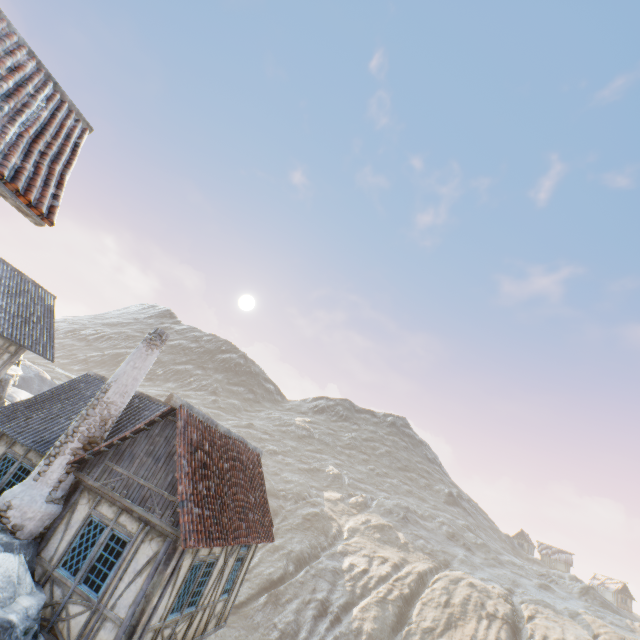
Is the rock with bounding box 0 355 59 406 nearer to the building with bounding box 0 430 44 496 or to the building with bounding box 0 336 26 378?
the building with bounding box 0 336 26 378

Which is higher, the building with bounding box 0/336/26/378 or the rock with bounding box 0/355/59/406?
the building with bounding box 0/336/26/378

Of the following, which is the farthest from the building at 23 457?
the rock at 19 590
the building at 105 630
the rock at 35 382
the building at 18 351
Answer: the rock at 35 382

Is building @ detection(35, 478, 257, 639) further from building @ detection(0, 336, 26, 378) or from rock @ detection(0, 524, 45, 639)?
building @ detection(0, 336, 26, 378)

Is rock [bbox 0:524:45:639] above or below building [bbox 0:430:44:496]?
below

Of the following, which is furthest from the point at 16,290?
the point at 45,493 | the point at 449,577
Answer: the point at 449,577

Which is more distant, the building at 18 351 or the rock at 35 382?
the rock at 35 382

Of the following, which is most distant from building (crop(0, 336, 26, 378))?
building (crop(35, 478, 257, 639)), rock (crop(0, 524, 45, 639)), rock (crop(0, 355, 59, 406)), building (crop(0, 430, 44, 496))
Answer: building (crop(35, 478, 257, 639))
